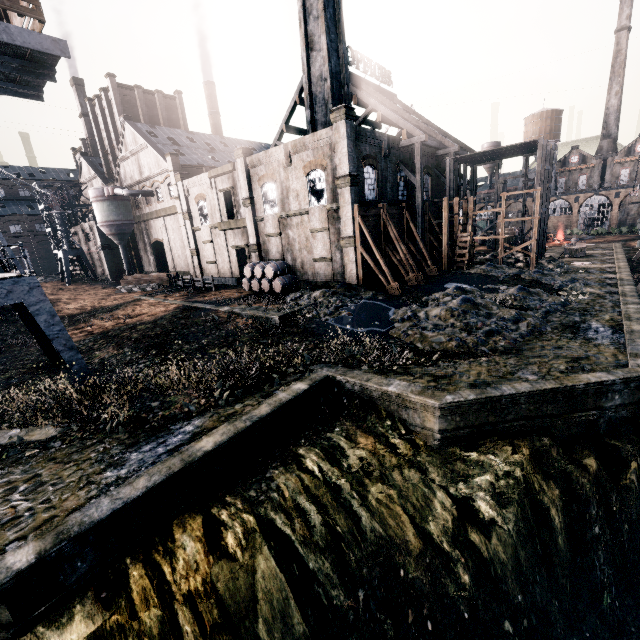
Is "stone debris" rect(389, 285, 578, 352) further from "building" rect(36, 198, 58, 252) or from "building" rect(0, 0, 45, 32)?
"building" rect(0, 0, 45, 32)

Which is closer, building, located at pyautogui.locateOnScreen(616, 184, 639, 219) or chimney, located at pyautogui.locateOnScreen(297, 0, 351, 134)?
chimney, located at pyautogui.locateOnScreen(297, 0, 351, 134)

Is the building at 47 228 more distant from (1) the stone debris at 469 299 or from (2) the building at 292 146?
(2) the building at 292 146

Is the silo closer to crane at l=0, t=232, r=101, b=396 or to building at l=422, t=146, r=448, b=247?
crane at l=0, t=232, r=101, b=396

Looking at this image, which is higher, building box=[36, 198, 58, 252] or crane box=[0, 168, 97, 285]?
building box=[36, 198, 58, 252]

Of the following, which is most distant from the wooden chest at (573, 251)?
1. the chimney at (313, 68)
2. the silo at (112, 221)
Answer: the silo at (112, 221)

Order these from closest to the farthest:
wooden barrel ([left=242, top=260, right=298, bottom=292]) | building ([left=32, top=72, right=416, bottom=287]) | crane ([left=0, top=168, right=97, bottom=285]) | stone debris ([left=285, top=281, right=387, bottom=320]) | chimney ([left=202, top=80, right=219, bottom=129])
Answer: stone debris ([left=285, top=281, right=387, bottom=320]) < building ([left=32, top=72, right=416, bottom=287]) < wooden barrel ([left=242, top=260, right=298, bottom=292]) < crane ([left=0, top=168, right=97, bottom=285]) < chimney ([left=202, top=80, right=219, bottom=129])

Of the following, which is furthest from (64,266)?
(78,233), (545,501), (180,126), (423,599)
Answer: (545,501)
